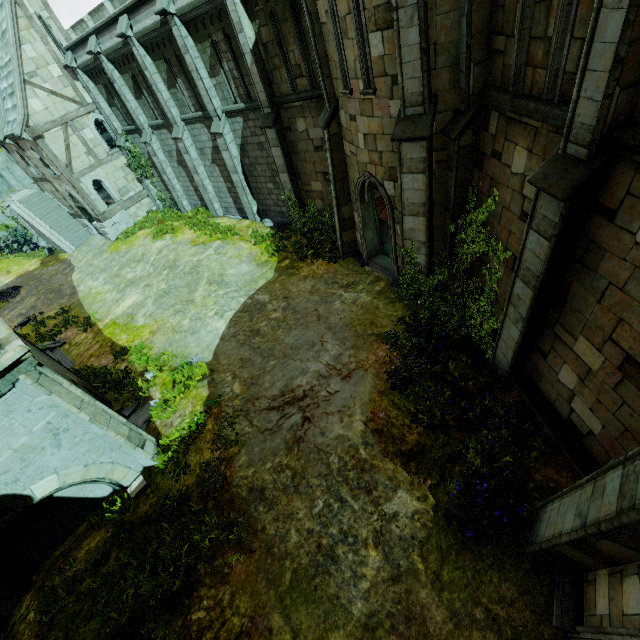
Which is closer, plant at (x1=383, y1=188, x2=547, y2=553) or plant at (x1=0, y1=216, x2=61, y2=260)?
plant at (x1=383, y1=188, x2=547, y2=553)

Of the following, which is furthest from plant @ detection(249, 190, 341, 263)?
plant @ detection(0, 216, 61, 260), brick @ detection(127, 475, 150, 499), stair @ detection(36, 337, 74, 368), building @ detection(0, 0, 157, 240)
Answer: plant @ detection(0, 216, 61, 260)

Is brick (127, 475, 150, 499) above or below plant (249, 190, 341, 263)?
above

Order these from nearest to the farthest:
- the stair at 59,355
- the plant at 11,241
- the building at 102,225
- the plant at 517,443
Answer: the plant at 517,443
the stair at 59,355
the building at 102,225
the plant at 11,241

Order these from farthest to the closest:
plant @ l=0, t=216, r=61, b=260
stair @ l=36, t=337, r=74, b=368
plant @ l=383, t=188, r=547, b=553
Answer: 1. plant @ l=0, t=216, r=61, b=260
2. stair @ l=36, t=337, r=74, b=368
3. plant @ l=383, t=188, r=547, b=553

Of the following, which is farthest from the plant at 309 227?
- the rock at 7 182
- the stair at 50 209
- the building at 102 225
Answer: the rock at 7 182

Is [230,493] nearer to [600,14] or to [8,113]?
[600,14]

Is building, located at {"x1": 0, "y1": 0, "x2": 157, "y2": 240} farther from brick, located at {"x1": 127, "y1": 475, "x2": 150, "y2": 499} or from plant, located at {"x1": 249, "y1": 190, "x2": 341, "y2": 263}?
brick, located at {"x1": 127, "y1": 475, "x2": 150, "y2": 499}
